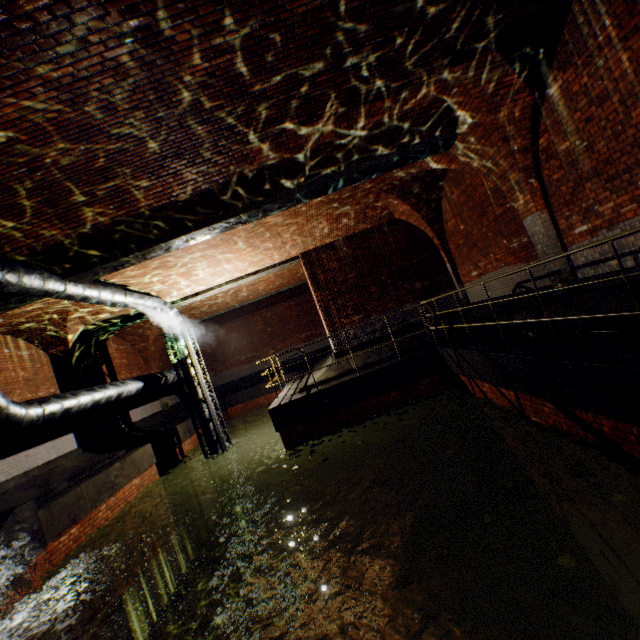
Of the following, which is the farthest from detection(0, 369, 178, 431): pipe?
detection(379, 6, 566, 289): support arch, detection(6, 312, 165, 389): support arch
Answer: detection(379, 6, 566, 289): support arch

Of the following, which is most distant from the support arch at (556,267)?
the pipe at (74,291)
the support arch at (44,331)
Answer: the support arch at (44,331)

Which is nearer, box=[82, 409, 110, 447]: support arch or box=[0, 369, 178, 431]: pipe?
box=[0, 369, 178, 431]: pipe

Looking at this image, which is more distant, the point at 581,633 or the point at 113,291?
the point at 113,291

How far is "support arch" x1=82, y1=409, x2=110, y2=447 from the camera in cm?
1145

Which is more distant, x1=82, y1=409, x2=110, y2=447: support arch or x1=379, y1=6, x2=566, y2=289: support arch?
x1=82, y1=409, x2=110, y2=447: support arch

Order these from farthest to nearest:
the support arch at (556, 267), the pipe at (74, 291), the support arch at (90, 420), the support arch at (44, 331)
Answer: the support arch at (90, 420) → the support arch at (44, 331) → the support arch at (556, 267) → the pipe at (74, 291)
